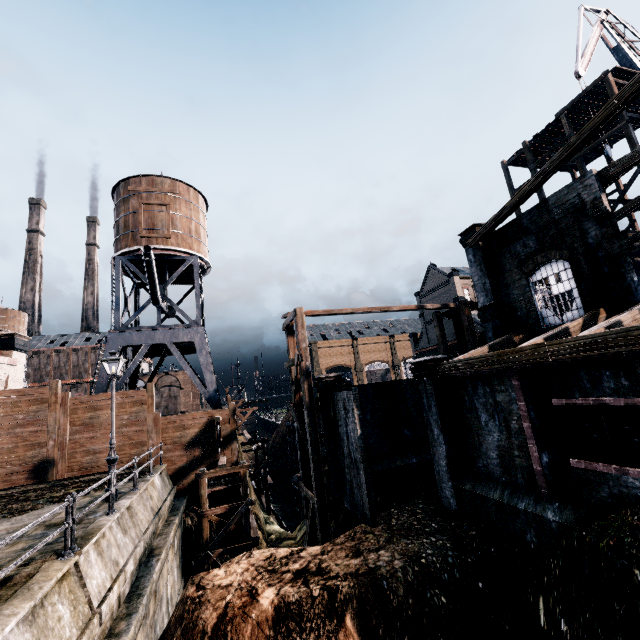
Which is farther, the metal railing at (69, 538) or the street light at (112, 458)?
the street light at (112, 458)

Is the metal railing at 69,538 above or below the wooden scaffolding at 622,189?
below

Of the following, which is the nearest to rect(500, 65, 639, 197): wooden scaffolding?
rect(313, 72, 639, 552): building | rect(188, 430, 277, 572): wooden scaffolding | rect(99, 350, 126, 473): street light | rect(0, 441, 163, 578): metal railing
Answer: rect(313, 72, 639, 552): building

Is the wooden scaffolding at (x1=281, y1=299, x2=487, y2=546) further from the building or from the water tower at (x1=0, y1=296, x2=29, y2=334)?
the water tower at (x1=0, y1=296, x2=29, y2=334)

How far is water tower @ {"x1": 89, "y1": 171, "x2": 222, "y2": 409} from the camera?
24.0m

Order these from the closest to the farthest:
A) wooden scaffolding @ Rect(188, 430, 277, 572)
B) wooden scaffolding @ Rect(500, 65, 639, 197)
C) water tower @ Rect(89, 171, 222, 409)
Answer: wooden scaffolding @ Rect(188, 430, 277, 572) < wooden scaffolding @ Rect(500, 65, 639, 197) < water tower @ Rect(89, 171, 222, 409)

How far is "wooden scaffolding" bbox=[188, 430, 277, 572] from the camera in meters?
16.3

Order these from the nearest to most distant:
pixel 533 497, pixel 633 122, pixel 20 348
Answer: pixel 533 497
pixel 20 348
pixel 633 122
